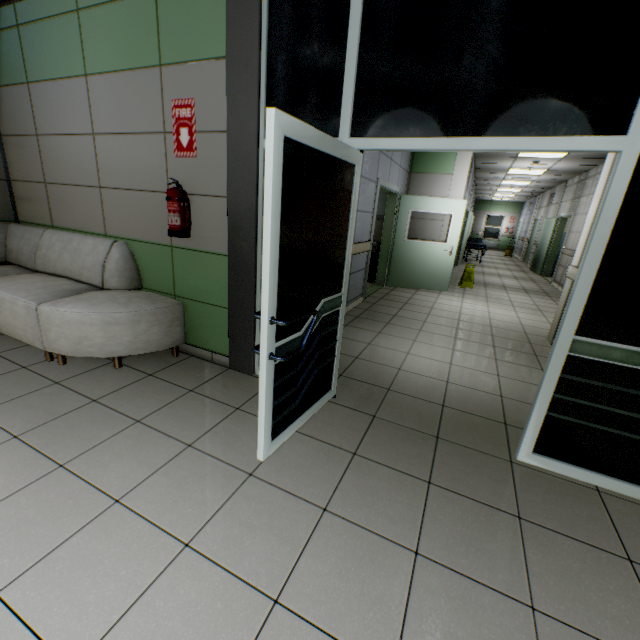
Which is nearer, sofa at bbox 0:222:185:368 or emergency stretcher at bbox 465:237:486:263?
sofa at bbox 0:222:185:368

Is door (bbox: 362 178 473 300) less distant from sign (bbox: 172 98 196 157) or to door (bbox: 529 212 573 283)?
sign (bbox: 172 98 196 157)

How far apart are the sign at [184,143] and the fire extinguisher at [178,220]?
0.20m

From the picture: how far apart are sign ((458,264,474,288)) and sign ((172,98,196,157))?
7.22m

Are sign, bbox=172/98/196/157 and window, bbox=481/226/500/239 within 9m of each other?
no

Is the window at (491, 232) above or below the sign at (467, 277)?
above

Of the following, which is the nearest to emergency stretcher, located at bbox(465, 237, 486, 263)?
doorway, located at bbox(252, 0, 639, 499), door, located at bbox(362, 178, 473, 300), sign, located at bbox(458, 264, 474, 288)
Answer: sign, located at bbox(458, 264, 474, 288)

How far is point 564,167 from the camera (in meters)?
8.90
